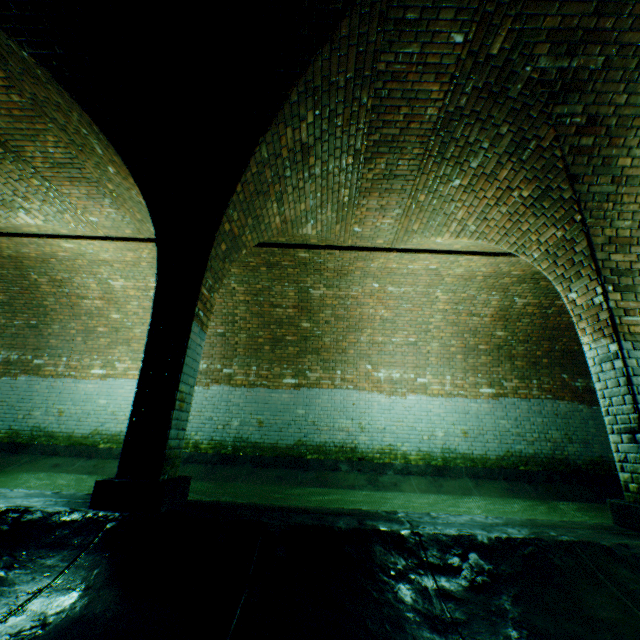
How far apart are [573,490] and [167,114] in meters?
10.0 m

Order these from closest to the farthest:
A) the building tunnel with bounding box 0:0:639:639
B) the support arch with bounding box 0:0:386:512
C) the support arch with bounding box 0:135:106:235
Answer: the building tunnel with bounding box 0:0:639:639 < the support arch with bounding box 0:0:386:512 < the support arch with bounding box 0:135:106:235

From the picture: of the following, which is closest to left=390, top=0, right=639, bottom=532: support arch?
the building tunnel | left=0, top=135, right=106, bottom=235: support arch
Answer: the building tunnel

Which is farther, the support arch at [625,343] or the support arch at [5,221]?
the support arch at [5,221]

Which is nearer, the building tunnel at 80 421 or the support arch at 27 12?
the building tunnel at 80 421

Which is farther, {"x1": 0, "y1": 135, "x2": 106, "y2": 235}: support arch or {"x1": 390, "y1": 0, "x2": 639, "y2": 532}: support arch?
{"x1": 0, "y1": 135, "x2": 106, "y2": 235}: support arch

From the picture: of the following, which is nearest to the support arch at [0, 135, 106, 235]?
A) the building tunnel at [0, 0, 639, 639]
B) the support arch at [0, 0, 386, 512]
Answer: the building tunnel at [0, 0, 639, 639]

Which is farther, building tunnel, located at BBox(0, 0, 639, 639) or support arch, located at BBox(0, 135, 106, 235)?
support arch, located at BBox(0, 135, 106, 235)
